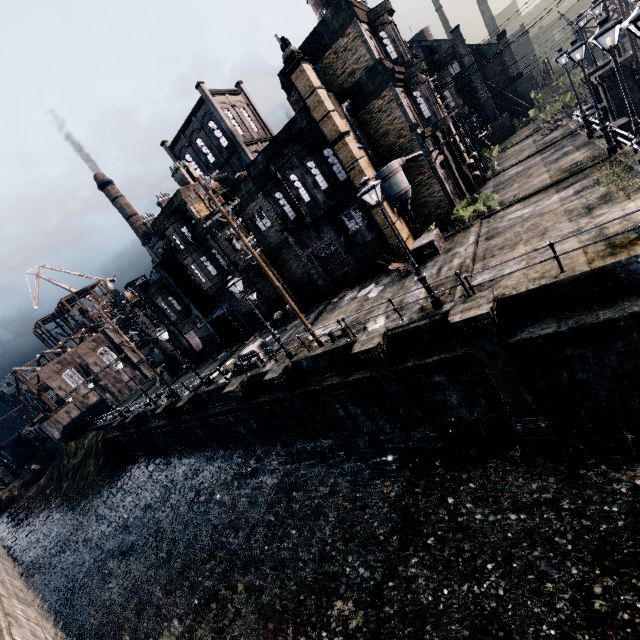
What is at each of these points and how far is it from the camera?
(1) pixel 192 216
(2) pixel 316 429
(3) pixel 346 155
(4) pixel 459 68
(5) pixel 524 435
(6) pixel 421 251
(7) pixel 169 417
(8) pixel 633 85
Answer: (1) building, 29.64m
(2) column, 19.55m
(3) column, 20.23m
(4) building, 46.00m
(5) column, 12.85m
(6) wooden chest, 19.81m
(7) column, 29.22m
(8) column, 22.72m

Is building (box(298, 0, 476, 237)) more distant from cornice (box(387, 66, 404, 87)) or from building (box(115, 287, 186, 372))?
building (box(115, 287, 186, 372))

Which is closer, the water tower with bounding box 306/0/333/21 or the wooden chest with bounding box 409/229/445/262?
the wooden chest with bounding box 409/229/445/262

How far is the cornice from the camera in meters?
21.2

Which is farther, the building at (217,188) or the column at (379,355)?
the building at (217,188)

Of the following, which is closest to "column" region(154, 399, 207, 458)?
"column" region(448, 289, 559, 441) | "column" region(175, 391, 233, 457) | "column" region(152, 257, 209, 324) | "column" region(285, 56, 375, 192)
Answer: "column" region(175, 391, 233, 457)

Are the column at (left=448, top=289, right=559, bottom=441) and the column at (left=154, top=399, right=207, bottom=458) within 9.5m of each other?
no

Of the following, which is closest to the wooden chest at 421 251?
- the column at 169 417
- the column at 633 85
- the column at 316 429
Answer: the column at 316 429
